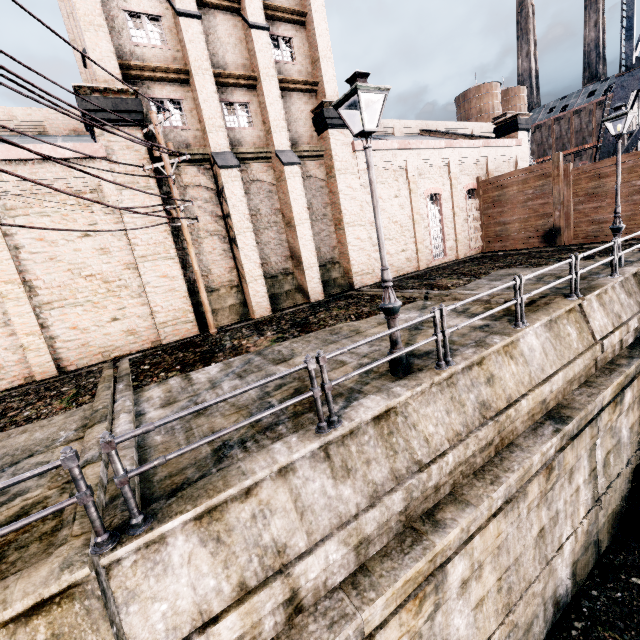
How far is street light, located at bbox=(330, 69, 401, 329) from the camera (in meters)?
5.62

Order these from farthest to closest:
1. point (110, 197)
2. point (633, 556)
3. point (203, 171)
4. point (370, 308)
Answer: point (203, 171)
point (370, 308)
point (110, 197)
point (633, 556)

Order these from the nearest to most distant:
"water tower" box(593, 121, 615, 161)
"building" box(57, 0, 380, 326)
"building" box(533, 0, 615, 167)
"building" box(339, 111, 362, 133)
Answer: "building" box(57, 0, 380, 326) → "building" box(339, 111, 362, 133) → "water tower" box(593, 121, 615, 161) → "building" box(533, 0, 615, 167)

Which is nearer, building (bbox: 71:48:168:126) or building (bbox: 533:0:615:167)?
building (bbox: 71:48:168:126)

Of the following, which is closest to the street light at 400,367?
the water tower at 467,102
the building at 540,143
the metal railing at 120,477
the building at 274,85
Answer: the metal railing at 120,477

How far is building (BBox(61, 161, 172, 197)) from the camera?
12.33m

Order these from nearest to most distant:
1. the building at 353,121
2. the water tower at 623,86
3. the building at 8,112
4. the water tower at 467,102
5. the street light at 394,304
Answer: the street light at 394,304 < the building at 8,112 < the building at 353,121 < the water tower at 623,86 < the water tower at 467,102
